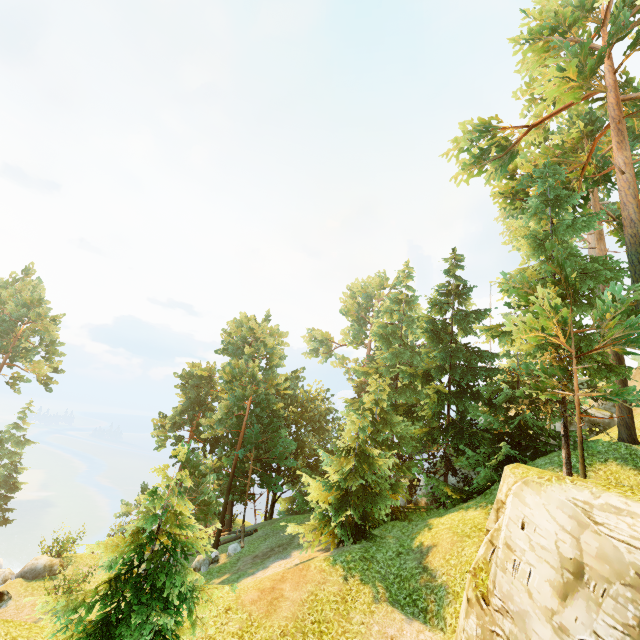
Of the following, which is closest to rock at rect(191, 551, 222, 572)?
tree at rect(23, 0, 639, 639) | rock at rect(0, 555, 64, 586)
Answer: tree at rect(23, 0, 639, 639)

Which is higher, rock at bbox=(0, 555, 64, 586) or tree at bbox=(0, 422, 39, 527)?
tree at bbox=(0, 422, 39, 527)

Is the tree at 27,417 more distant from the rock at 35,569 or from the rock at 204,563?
the rock at 35,569

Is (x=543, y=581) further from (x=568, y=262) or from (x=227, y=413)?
(x=227, y=413)

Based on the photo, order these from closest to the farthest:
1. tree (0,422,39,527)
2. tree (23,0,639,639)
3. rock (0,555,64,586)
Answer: tree (23,0,639,639), rock (0,555,64,586), tree (0,422,39,527)

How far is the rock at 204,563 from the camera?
20.5m

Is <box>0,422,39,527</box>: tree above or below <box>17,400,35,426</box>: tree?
below
